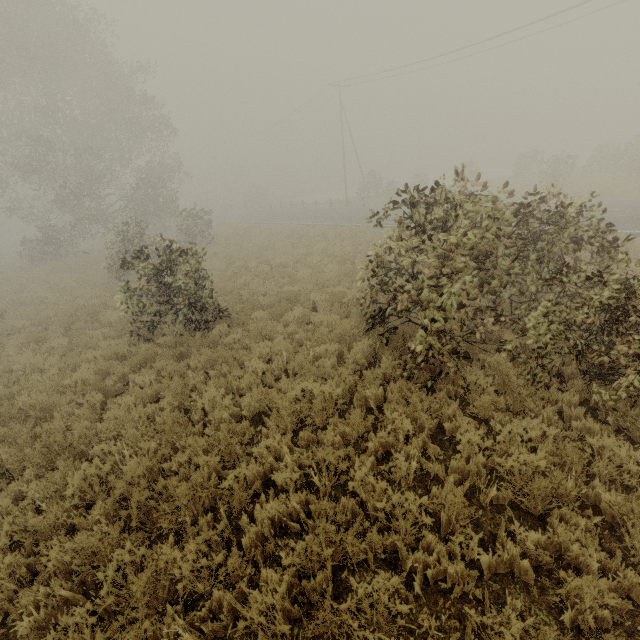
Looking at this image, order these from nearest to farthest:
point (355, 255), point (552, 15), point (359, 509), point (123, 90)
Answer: point (359, 509), point (355, 255), point (552, 15), point (123, 90)
